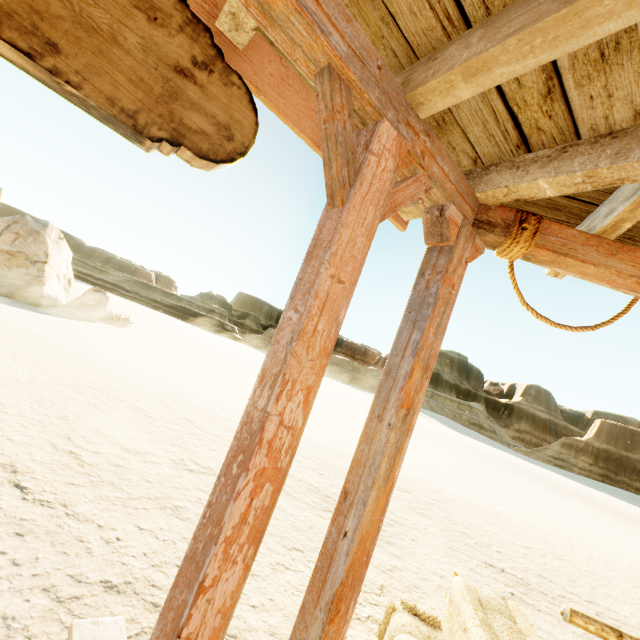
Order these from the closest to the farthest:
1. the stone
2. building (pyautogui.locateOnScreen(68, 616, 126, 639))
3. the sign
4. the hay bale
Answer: the sign → building (pyautogui.locateOnScreen(68, 616, 126, 639)) → the hay bale → the stone

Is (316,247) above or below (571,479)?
above

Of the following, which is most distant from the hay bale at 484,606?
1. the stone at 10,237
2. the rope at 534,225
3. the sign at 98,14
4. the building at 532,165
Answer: the stone at 10,237

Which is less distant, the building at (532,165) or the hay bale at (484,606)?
the building at (532,165)

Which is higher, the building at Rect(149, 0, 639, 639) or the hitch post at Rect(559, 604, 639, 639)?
the building at Rect(149, 0, 639, 639)

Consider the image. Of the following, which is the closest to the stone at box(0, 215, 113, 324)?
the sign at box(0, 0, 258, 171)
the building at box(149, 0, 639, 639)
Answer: the building at box(149, 0, 639, 639)

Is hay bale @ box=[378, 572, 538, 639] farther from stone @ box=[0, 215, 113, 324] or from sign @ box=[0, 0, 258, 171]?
stone @ box=[0, 215, 113, 324]

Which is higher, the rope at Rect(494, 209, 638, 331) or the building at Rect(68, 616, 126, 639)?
the rope at Rect(494, 209, 638, 331)
